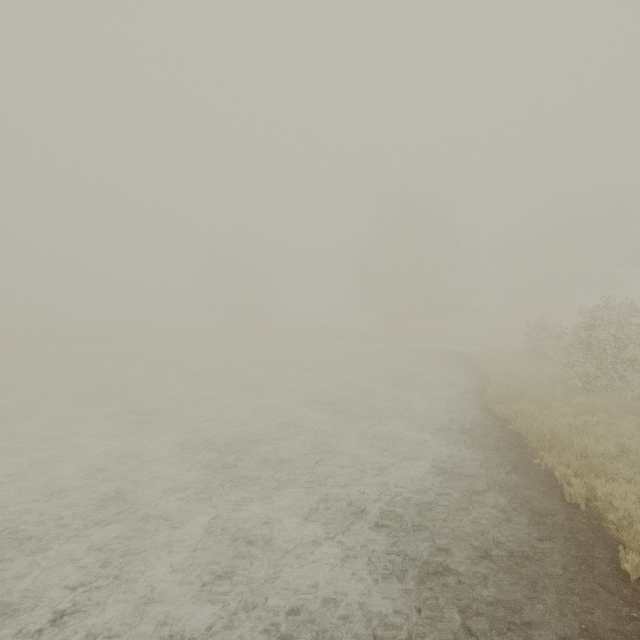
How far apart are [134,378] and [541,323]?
25.1 meters
